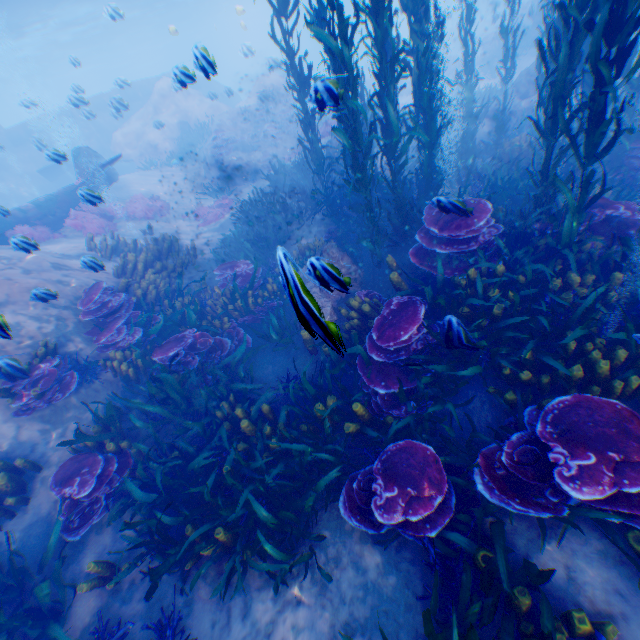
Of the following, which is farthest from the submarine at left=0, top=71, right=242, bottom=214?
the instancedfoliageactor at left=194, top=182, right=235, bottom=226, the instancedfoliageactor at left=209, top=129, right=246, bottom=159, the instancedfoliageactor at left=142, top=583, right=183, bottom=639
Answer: the instancedfoliageactor at left=194, top=182, right=235, bottom=226

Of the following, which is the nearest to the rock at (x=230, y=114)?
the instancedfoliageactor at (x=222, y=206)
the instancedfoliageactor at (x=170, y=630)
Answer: the instancedfoliageactor at (x=170, y=630)

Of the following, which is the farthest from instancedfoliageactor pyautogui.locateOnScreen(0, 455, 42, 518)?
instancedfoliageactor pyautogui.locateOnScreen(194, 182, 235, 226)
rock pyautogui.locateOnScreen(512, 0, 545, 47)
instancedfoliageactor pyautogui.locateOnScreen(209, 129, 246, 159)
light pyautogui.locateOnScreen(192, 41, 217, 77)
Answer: instancedfoliageactor pyautogui.locateOnScreen(209, 129, 246, 159)

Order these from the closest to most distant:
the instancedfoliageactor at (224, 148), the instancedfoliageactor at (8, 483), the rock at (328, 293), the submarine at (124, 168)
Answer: the rock at (328, 293) < the instancedfoliageactor at (8, 483) < the instancedfoliageactor at (224, 148) < the submarine at (124, 168)

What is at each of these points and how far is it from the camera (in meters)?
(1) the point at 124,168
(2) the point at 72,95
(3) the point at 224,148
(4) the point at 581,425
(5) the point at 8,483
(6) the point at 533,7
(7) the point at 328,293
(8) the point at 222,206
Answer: (1) submarine, 27.16
(2) light, 11.03
(3) instancedfoliageactor, 17.92
(4) instancedfoliageactor, 3.24
(5) instancedfoliageactor, 5.10
(6) rock, 25.84
(7) rock, 7.48
(8) instancedfoliageactor, 15.52

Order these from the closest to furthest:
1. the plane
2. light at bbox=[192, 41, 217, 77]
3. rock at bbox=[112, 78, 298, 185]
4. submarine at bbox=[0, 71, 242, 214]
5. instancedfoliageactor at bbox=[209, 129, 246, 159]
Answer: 1. light at bbox=[192, 41, 217, 77]
2. the plane
3. submarine at bbox=[0, 71, 242, 214]
4. instancedfoliageactor at bbox=[209, 129, 246, 159]
5. rock at bbox=[112, 78, 298, 185]

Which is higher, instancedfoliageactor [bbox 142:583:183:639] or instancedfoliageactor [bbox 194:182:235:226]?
instancedfoliageactor [bbox 194:182:235:226]

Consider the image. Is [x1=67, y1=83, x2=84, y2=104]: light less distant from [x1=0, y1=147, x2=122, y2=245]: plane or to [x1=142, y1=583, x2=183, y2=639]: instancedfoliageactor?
Answer: [x1=0, y1=147, x2=122, y2=245]: plane
